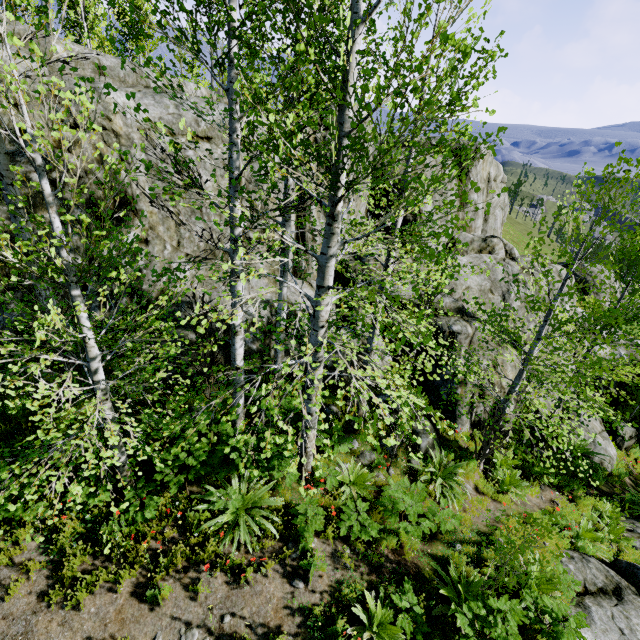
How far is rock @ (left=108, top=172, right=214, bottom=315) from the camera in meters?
7.7

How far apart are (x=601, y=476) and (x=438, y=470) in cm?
719

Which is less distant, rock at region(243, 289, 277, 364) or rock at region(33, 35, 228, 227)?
rock at region(33, 35, 228, 227)

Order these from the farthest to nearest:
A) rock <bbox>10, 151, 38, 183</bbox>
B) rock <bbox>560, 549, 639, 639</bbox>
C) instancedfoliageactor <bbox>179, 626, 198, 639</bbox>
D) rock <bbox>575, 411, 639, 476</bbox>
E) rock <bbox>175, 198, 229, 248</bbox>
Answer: rock <bbox>575, 411, 639, 476</bbox>, rock <bbox>175, 198, 229, 248</bbox>, rock <bbox>10, 151, 38, 183</bbox>, rock <bbox>560, 549, 639, 639</bbox>, instancedfoliageactor <bbox>179, 626, 198, 639</bbox>

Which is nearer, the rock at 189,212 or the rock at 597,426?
the rock at 189,212

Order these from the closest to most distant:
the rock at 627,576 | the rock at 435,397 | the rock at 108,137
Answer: the rock at 627,576 → the rock at 108,137 → the rock at 435,397

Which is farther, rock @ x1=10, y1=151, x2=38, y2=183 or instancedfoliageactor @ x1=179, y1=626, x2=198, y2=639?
rock @ x1=10, y1=151, x2=38, y2=183
